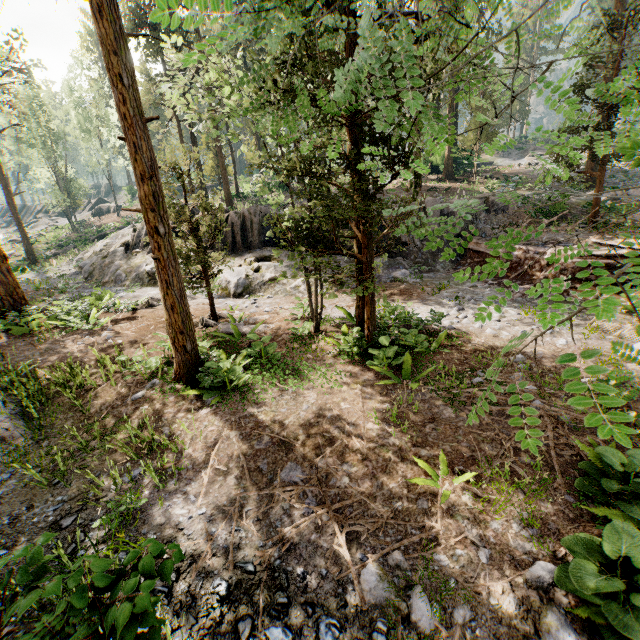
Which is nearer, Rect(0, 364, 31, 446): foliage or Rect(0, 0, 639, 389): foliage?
Rect(0, 0, 639, 389): foliage

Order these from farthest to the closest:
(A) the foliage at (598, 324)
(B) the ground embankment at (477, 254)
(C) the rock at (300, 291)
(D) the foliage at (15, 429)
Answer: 1. (C) the rock at (300, 291)
2. (B) the ground embankment at (477, 254)
3. (D) the foliage at (15, 429)
4. (A) the foliage at (598, 324)

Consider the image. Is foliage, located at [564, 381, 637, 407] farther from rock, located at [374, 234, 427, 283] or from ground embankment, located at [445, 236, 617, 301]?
rock, located at [374, 234, 427, 283]

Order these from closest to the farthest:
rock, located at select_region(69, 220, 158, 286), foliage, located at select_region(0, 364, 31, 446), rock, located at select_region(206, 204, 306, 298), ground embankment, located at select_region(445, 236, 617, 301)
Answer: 1. foliage, located at select_region(0, 364, 31, 446)
2. ground embankment, located at select_region(445, 236, 617, 301)
3. rock, located at select_region(206, 204, 306, 298)
4. rock, located at select_region(69, 220, 158, 286)

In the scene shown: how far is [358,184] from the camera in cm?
580

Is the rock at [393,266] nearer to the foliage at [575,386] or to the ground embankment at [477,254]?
the ground embankment at [477,254]

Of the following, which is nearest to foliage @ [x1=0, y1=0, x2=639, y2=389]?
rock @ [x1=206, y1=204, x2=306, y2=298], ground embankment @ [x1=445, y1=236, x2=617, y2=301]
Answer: ground embankment @ [x1=445, y1=236, x2=617, y2=301]
